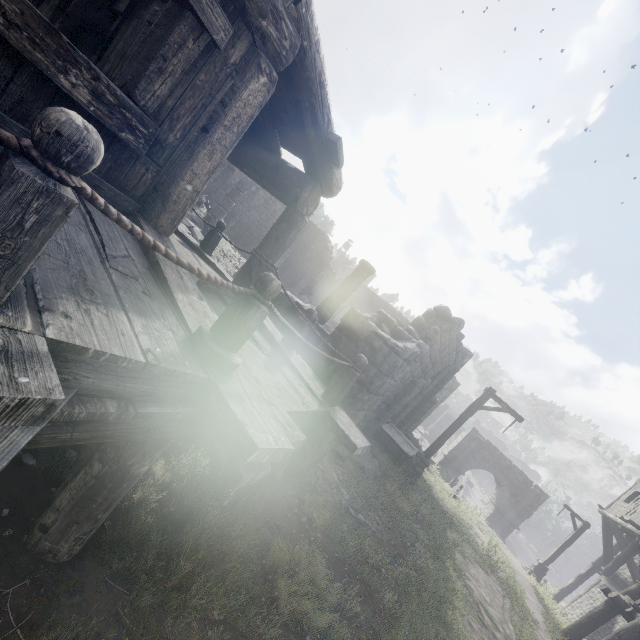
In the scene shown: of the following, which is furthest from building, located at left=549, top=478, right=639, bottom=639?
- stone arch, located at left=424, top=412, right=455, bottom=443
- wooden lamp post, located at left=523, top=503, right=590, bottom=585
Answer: wooden lamp post, located at left=523, top=503, right=590, bottom=585

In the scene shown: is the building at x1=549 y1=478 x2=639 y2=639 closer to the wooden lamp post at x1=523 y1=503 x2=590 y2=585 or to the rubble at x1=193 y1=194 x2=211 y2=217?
the rubble at x1=193 y1=194 x2=211 y2=217

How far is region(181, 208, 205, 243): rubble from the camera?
10.49m

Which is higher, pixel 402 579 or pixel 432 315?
pixel 432 315

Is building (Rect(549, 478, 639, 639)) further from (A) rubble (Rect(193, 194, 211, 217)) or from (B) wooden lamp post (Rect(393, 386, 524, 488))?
(B) wooden lamp post (Rect(393, 386, 524, 488))

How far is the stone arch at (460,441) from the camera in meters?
27.2

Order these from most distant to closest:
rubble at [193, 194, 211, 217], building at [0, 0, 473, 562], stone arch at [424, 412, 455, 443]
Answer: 1. stone arch at [424, 412, 455, 443]
2. rubble at [193, 194, 211, 217]
3. building at [0, 0, 473, 562]

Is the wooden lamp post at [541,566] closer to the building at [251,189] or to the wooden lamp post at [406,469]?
the building at [251,189]
